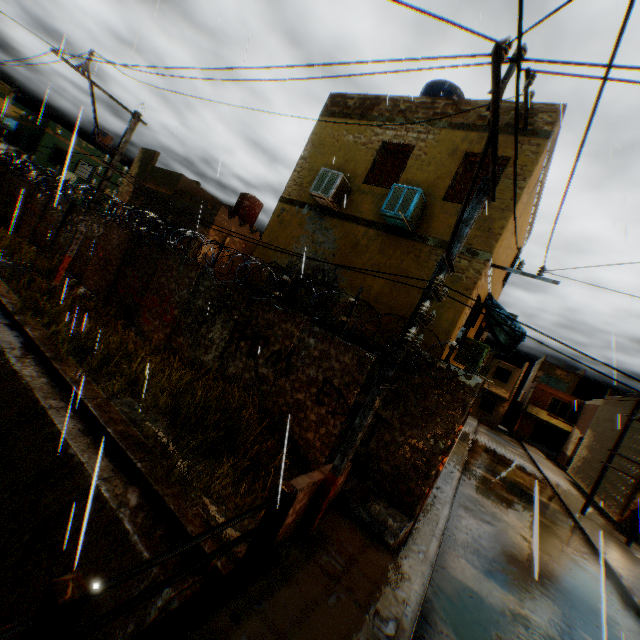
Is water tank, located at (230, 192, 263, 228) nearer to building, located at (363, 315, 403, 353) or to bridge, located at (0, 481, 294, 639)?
building, located at (363, 315, 403, 353)

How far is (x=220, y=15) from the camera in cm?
620

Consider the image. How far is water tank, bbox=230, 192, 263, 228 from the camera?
20.5m

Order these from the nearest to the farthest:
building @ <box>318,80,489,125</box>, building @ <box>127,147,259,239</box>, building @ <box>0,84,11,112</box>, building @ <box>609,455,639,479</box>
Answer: building @ <box>318,80,489,125</box> → building @ <box>127,147,259,239</box> → building @ <box>609,455,639,479</box> → building @ <box>0,84,11,112</box>

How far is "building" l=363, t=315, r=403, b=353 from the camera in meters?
8.3 m

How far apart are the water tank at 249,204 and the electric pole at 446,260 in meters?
17.7

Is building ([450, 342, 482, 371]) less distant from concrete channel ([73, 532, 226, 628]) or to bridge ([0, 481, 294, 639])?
concrete channel ([73, 532, 226, 628])

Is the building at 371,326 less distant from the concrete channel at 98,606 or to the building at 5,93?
the concrete channel at 98,606
